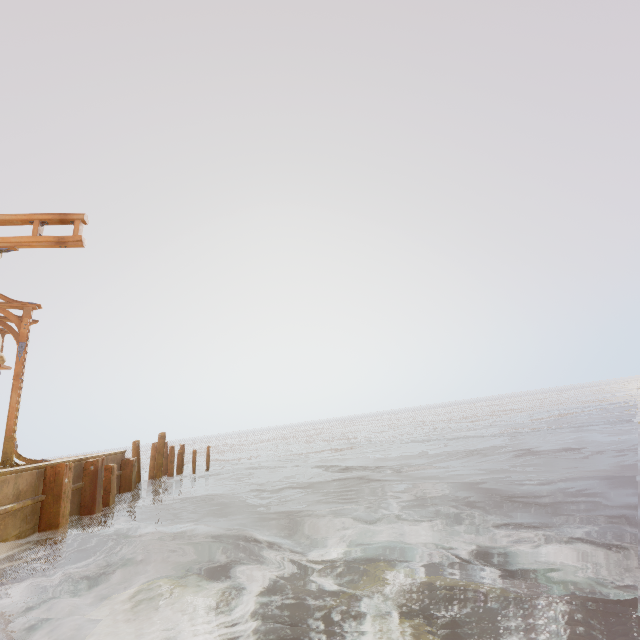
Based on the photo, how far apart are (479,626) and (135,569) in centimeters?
725cm

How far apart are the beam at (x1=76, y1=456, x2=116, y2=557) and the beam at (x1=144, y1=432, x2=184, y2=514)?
4.0 meters

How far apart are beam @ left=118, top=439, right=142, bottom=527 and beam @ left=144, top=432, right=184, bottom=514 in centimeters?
154cm

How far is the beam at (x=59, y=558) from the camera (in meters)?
6.86

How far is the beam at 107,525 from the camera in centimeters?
849cm

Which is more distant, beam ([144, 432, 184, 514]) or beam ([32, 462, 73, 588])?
beam ([144, 432, 184, 514])

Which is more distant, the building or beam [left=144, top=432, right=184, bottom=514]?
beam [left=144, top=432, right=184, bottom=514]

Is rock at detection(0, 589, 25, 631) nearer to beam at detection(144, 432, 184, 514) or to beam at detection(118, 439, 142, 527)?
beam at detection(118, 439, 142, 527)
